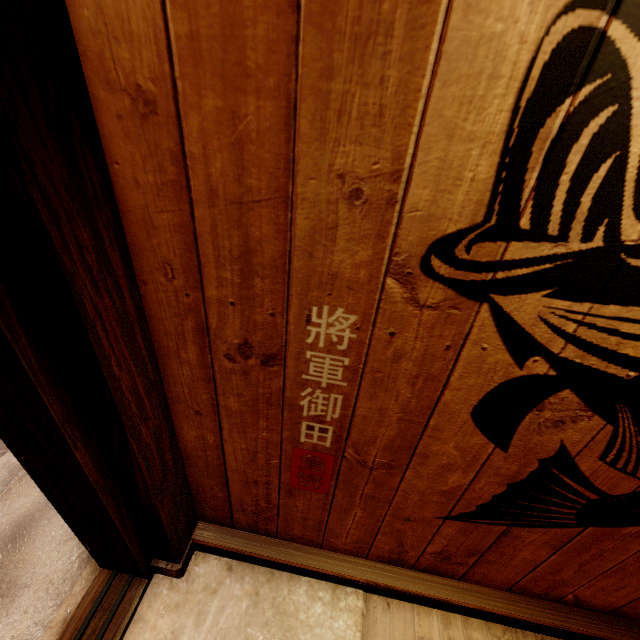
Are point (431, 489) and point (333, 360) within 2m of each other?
yes
